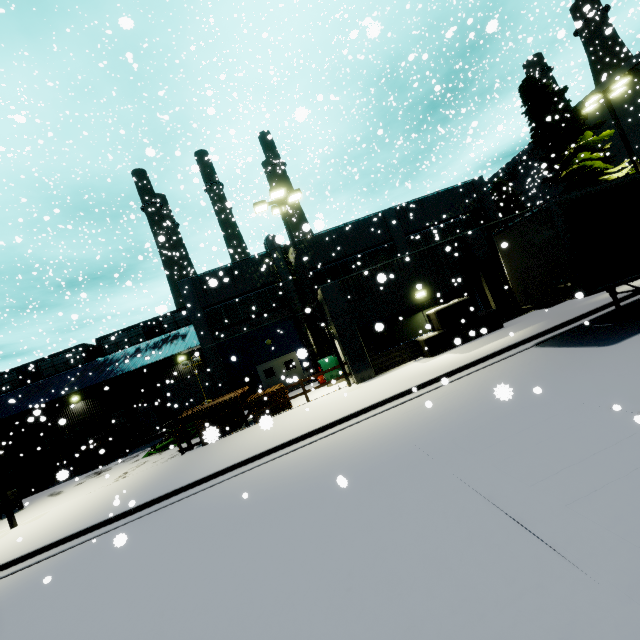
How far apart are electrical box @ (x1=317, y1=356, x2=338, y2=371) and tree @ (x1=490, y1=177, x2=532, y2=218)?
36.9 meters

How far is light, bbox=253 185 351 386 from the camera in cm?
1506

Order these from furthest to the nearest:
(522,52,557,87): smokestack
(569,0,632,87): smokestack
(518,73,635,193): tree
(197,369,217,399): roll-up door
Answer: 1. (522,52,557,87): smokestack
2. (569,0,632,87): smokestack
3. (197,369,217,399): roll-up door
4. (518,73,635,193): tree

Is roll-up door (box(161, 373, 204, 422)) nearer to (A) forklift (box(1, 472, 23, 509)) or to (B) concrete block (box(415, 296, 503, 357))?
(A) forklift (box(1, 472, 23, 509))

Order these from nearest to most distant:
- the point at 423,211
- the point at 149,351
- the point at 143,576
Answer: the point at 143,576
the point at 423,211
the point at 149,351

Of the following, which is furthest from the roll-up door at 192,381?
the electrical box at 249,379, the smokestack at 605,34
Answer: the electrical box at 249,379

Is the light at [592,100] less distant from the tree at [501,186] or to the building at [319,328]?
the building at [319,328]

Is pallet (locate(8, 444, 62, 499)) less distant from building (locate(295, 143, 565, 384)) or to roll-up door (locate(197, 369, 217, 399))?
building (locate(295, 143, 565, 384))
